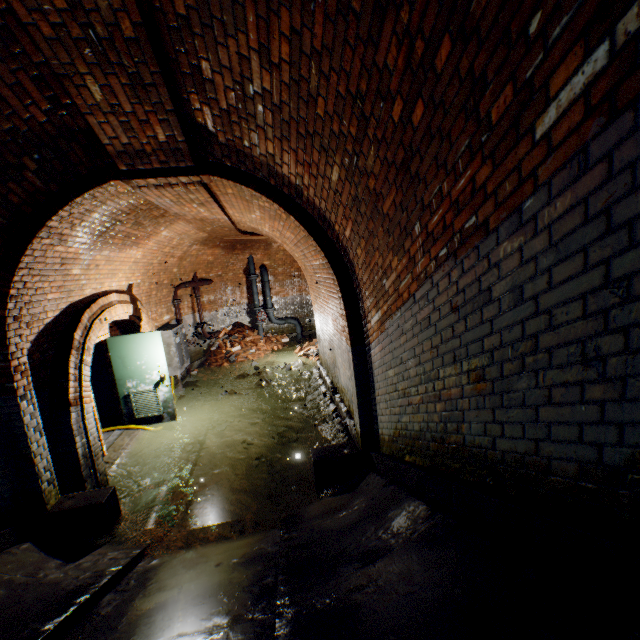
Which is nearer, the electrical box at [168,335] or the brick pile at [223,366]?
the electrical box at [168,335]

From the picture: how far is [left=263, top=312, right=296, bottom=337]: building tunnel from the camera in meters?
14.0 m

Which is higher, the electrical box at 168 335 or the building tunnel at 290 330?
the electrical box at 168 335

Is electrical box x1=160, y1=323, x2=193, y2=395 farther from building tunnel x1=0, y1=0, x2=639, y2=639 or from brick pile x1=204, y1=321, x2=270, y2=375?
brick pile x1=204, y1=321, x2=270, y2=375

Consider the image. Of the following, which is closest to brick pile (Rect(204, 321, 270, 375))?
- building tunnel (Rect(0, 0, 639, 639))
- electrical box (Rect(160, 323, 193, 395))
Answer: building tunnel (Rect(0, 0, 639, 639))

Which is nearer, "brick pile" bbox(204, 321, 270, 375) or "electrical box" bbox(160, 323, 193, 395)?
"electrical box" bbox(160, 323, 193, 395)

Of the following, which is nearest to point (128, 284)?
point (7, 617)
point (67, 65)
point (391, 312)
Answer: point (67, 65)

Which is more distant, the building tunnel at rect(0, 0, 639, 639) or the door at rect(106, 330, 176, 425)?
the door at rect(106, 330, 176, 425)
